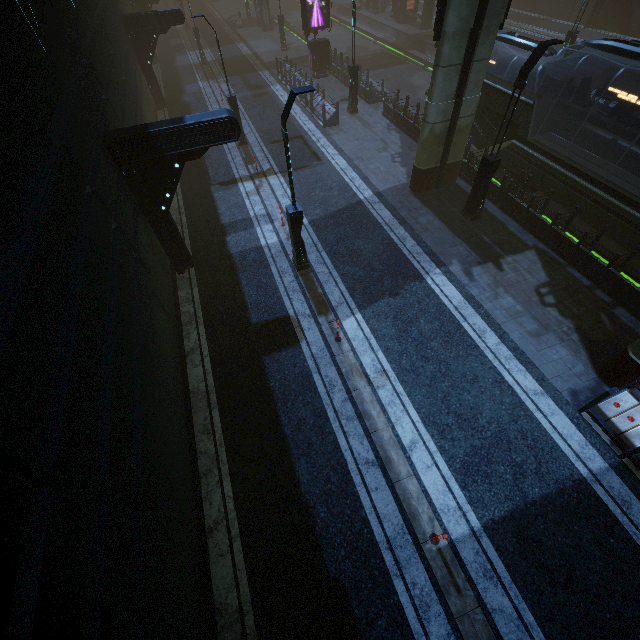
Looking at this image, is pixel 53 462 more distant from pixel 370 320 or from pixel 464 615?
pixel 370 320

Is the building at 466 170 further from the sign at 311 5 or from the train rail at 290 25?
the sign at 311 5

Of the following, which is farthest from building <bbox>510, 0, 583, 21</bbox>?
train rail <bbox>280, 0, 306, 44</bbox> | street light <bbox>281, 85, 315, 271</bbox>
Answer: street light <bbox>281, 85, 315, 271</bbox>

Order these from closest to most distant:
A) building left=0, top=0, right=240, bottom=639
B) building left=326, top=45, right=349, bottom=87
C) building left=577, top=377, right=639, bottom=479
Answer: building left=0, top=0, right=240, bottom=639 < building left=577, top=377, right=639, bottom=479 < building left=326, top=45, right=349, bottom=87

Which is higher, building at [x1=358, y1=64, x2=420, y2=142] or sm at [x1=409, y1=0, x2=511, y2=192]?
sm at [x1=409, y1=0, x2=511, y2=192]

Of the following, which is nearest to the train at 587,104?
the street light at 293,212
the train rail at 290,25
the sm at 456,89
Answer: the train rail at 290,25

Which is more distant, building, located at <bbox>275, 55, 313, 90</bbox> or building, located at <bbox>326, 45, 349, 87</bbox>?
building, located at <bbox>326, 45, 349, 87</bbox>

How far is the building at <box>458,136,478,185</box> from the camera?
14.5m
